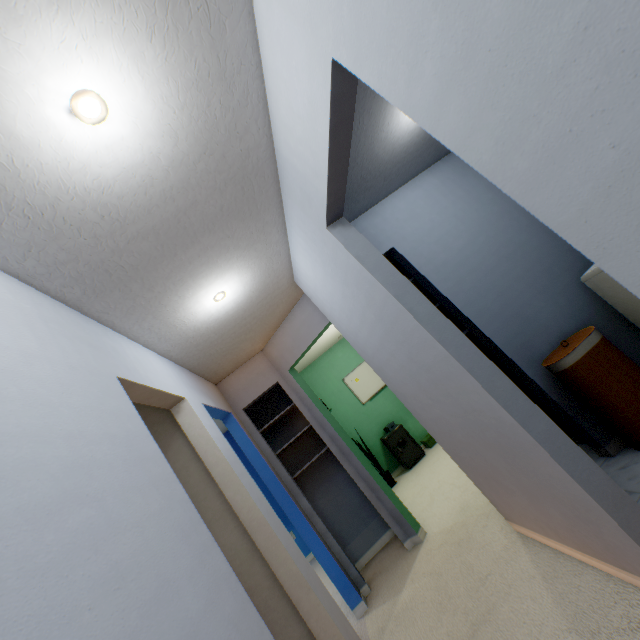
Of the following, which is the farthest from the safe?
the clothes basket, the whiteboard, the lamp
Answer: the lamp

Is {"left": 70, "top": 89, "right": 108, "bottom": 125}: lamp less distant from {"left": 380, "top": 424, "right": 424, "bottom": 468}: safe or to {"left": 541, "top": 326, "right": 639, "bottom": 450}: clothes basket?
{"left": 541, "top": 326, "right": 639, "bottom": 450}: clothes basket

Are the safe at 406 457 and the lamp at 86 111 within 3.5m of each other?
no

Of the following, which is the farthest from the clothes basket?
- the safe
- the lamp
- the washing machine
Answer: the safe

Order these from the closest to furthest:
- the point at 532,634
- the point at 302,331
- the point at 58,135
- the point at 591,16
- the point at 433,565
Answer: the point at 591,16 → the point at 58,135 → the point at 532,634 → the point at 433,565 → the point at 302,331

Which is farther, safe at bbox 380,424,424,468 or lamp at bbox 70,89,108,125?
safe at bbox 380,424,424,468

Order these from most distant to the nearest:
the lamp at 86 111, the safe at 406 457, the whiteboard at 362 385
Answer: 1. the whiteboard at 362 385
2. the safe at 406 457
3. the lamp at 86 111
